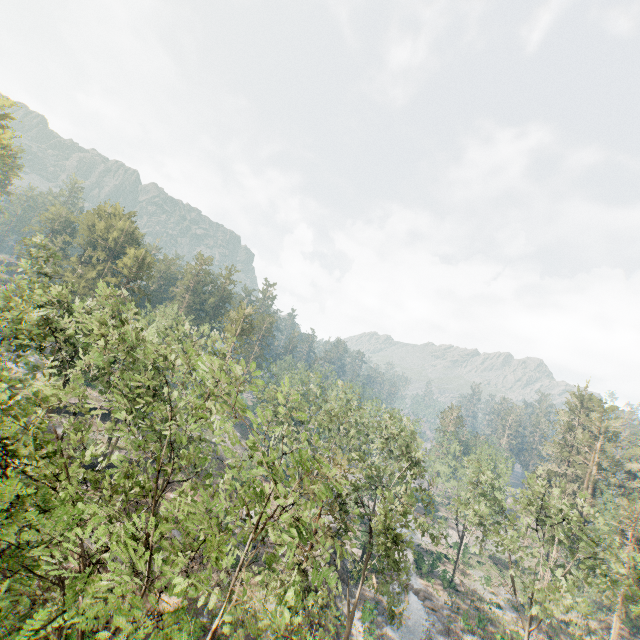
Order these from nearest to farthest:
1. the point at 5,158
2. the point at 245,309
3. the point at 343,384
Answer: the point at 343,384 → the point at 5,158 → the point at 245,309

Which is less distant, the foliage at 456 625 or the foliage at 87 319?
the foliage at 87 319

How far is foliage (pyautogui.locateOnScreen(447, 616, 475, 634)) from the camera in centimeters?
3488cm

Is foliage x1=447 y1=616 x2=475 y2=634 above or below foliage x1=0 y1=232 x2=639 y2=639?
below

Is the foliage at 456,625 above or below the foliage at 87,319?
below

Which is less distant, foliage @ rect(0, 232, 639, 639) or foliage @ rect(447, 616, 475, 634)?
foliage @ rect(0, 232, 639, 639)
